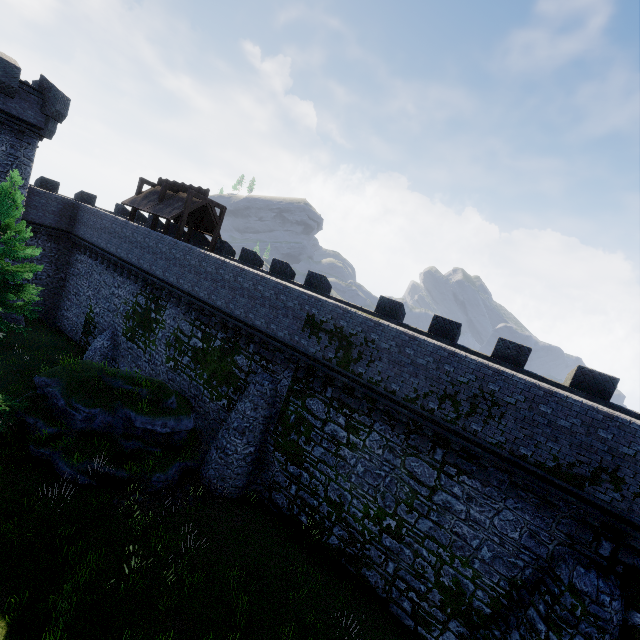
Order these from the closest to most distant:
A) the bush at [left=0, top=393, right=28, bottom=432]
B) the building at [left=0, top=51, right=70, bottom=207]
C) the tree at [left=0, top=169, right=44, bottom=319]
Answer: the bush at [left=0, top=393, right=28, bottom=432] → the tree at [left=0, top=169, right=44, bottom=319] → the building at [left=0, top=51, right=70, bottom=207]

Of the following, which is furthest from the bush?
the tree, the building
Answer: the building

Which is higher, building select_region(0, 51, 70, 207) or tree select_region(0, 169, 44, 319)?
building select_region(0, 51, 70, 207)

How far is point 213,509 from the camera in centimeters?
1407cm

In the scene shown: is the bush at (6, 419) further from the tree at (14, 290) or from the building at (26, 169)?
the building at (26, 169)

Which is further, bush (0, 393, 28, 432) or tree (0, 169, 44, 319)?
tree (0, 169, 44, 319)

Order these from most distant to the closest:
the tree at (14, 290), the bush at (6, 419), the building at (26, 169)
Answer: the building at (26, 169) < the tree at (14, 290) < the bush at (6, 419)
